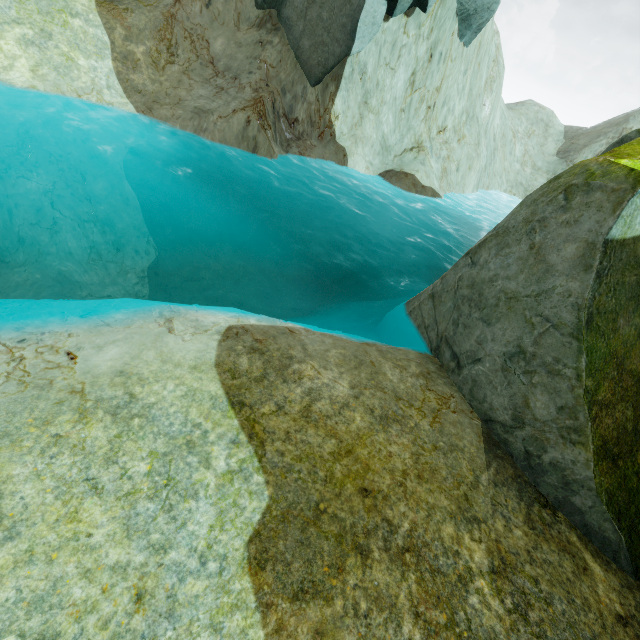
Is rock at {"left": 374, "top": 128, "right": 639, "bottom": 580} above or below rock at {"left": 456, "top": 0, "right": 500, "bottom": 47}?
below

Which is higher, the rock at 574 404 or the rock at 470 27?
the rock at 470 27

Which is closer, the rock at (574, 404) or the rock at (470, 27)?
the rock at (574, 404)

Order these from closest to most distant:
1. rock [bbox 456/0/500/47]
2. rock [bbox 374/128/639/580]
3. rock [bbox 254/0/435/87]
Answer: rock [bbox 374/128/639/580]
rock [bbox 254/0/435/87]
rock [bbox 456/0/500/47]

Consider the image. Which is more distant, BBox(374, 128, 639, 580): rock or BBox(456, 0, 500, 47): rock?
BBox(456, 0, 500, 47): rock

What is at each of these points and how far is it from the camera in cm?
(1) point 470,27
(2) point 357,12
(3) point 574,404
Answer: (1) rock, 1845
(2) rock, 1562
(3) rock, 556
